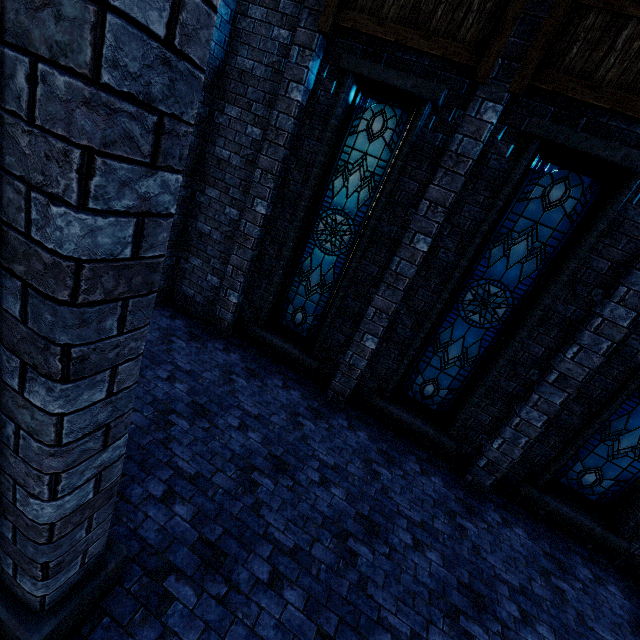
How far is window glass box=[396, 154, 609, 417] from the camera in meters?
4.8 m

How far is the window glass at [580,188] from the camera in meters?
4.8

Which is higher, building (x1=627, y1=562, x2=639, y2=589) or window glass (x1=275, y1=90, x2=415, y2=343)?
window glass (x1=275, y1=90, x2=415, y2=343)

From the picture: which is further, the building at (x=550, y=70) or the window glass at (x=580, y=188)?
the window glass at (x=580, y=188)

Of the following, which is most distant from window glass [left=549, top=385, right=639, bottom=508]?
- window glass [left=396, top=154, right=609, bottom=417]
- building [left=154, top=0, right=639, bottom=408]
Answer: window glass [left=396, top=154, right=609, bottom=417]

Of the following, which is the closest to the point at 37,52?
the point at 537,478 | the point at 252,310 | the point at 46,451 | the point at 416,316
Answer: the point at 46,451

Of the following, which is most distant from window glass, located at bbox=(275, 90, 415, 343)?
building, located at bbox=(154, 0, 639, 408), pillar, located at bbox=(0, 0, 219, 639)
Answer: pillar, located at bbox=(0, 0, 219, 639)

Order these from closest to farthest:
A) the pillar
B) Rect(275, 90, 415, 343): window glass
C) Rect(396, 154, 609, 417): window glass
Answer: the pillar, Rect(396, 154, 609, 417): window glass, Rect(275, 90, 415, 343): window glass
